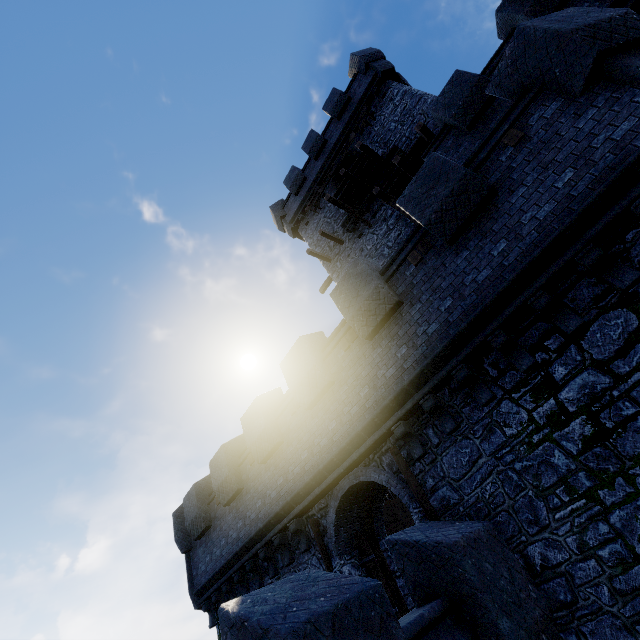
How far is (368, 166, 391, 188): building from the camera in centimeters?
→ 1576cm

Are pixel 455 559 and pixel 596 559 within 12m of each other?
yes

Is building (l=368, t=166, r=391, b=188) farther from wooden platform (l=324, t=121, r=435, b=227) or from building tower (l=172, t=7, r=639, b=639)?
building tower (l=172, t=7, r=639, b=639)

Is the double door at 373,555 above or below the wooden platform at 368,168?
below

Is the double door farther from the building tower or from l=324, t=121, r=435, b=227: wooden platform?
l=324, t=121, r=435, b=227: wooden platform

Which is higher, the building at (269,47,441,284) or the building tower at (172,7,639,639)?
the building at (269,47,441,284)

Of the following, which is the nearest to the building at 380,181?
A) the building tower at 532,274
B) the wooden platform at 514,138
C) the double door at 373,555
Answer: the building tower at 532,274

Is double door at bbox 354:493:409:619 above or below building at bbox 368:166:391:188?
below
